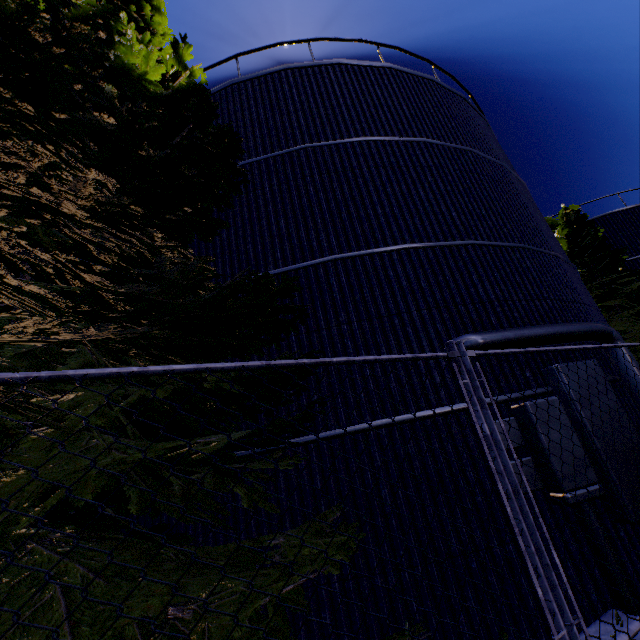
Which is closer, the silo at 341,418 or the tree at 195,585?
the tree at 195,585

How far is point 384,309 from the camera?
5.70m

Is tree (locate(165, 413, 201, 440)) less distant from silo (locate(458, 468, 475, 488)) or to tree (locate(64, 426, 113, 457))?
tree (locate(64, 426, 113, 457))

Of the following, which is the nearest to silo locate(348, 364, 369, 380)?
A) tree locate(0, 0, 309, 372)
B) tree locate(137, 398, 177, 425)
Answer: tree locate(0, 0, 309, 372)

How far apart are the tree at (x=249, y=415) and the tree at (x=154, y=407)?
0.5m

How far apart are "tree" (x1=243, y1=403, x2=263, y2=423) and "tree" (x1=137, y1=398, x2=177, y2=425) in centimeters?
54cm
